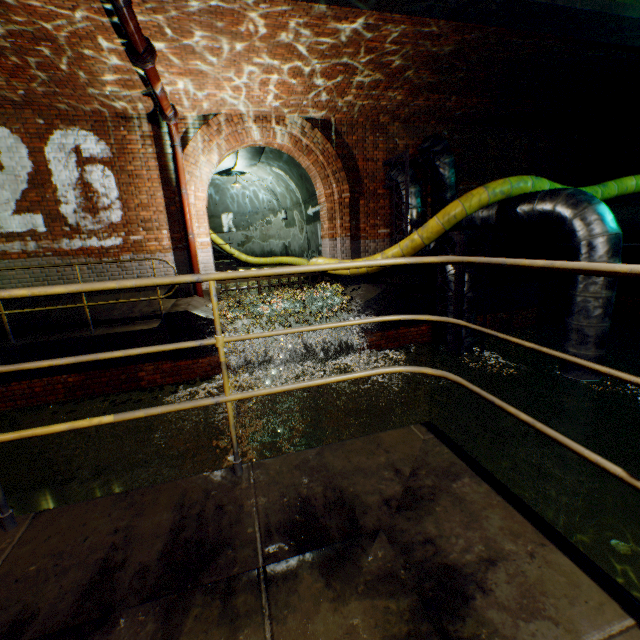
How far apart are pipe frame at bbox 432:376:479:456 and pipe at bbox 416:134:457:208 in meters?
0.3 m

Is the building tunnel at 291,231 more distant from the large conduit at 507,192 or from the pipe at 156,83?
the pipe at 156,83

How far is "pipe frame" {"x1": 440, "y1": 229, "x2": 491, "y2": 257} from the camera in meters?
6.4

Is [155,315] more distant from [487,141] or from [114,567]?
[487,141]

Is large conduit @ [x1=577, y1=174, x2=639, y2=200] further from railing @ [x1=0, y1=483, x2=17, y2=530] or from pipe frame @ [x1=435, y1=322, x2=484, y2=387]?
railing @ [x1=0, y1=483, x2=17, y2=530]

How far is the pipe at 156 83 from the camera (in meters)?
5.05

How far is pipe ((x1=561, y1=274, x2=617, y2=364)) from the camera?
5.21m

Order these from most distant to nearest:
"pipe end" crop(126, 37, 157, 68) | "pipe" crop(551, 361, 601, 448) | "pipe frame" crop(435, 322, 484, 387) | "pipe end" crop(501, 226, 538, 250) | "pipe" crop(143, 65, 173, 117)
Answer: "pipe end" crop(501, 226, 538, 250) < "pipe frame" crop(435, 322, 484, 387) < "pipe" crop(551, 361, 601, 448) < "pipe" crop(143, 65, 173, 117) < "pipe end" crop(126, 37, 157, 68)
